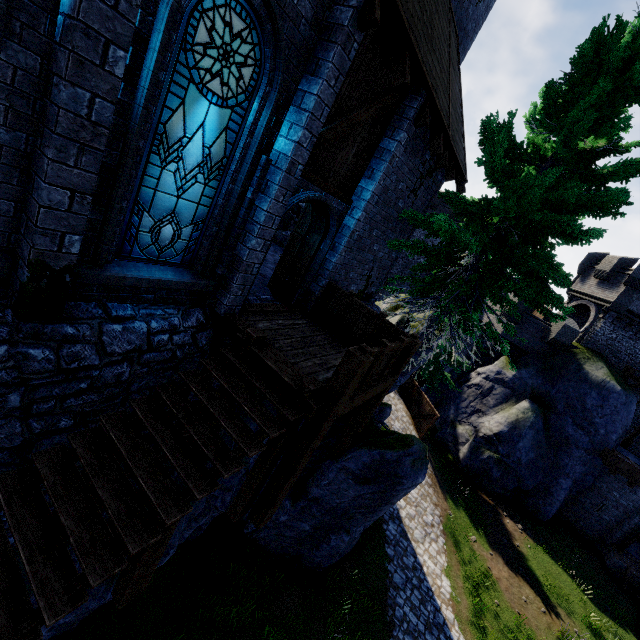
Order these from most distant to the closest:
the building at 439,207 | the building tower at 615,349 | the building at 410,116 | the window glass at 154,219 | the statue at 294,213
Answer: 1. the building at 439,207
2. the building tower at 615,349
3. the statue at 294,213
4. the building at 410,116
5. the window glass at 154,219

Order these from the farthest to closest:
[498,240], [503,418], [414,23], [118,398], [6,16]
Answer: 1. [503,418]
2. [498,240]
3. [414,23]
4. [118,398]
5. [6,16]

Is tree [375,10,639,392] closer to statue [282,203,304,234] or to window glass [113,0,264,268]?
window glass [113,0,264,268]

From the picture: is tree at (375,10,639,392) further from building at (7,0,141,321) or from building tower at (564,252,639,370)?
A: building tower at (564,252,639,370)

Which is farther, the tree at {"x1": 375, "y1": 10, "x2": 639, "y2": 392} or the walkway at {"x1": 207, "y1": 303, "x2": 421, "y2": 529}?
the tree at {"x1": 375, "y1": 10, "x2": 639, "y2": 392}

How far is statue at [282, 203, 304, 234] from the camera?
15.3 meters

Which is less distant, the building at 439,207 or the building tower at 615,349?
the building tower at 615,349

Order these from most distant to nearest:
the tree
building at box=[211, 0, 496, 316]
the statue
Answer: the statue → the tree → building at box=[211, 0, 496, 316]
